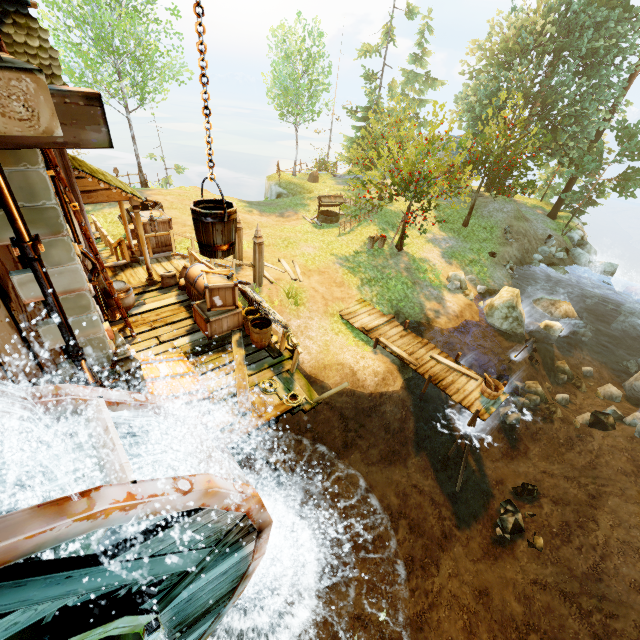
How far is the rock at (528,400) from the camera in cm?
1255

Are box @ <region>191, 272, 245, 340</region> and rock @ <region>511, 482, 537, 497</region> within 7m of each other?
no

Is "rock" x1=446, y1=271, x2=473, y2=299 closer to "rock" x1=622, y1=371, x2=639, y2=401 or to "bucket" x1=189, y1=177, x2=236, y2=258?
"rock" x1=622, y1=371, x2=639, y2=401

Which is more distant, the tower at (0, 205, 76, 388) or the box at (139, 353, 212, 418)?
the box at (139, 353, 212, 418)

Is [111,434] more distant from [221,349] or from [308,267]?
[308,267]

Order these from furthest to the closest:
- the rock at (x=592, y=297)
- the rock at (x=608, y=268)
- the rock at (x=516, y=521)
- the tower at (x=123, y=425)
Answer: the rock at (x=608, y=268), the rock at (x=592, y=297), the rock at (x=516, y=521), the tower at (x=123, y=425)

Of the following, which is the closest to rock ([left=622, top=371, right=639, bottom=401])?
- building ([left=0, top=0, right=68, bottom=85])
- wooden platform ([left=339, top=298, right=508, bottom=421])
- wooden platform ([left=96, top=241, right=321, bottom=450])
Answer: wooden platform ([left=339, top=298, right=508, bottom=421])

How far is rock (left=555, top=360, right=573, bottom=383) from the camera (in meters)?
15.66
